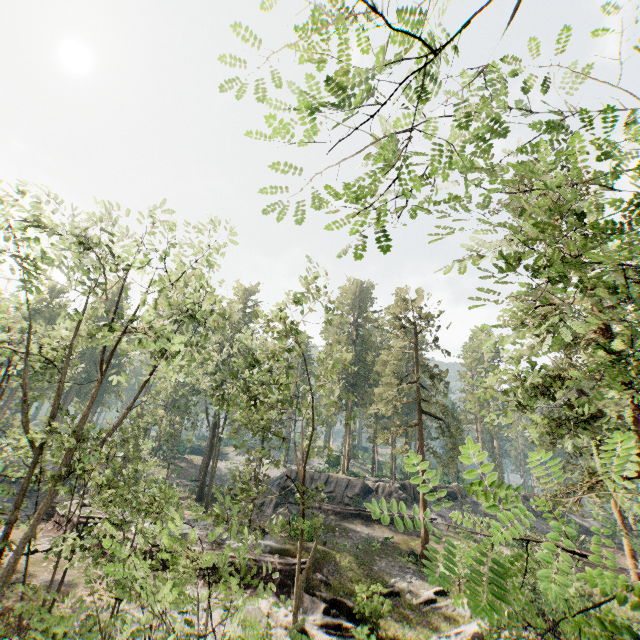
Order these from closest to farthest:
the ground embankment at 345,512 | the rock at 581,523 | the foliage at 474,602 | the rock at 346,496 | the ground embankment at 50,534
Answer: the foliage at 474,602 → the ground embankment at 50,534 → the ground embankment at 345,512 → the rock at 346,496 → the rock at 581,523

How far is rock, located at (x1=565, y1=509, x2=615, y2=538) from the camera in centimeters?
3847cm

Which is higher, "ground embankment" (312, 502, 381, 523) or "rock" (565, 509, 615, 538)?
"rock" (565, 509, 615, 538)

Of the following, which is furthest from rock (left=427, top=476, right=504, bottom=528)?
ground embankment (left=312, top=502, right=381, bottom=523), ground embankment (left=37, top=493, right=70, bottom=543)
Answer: ground embankment (left=37, top=493, right=70, bottom=543)

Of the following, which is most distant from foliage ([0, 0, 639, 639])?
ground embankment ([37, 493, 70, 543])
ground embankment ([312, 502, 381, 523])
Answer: ground embankment ([312, 502, 381, 523])

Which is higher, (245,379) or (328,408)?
(245,379)

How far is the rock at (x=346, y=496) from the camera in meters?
35.9
